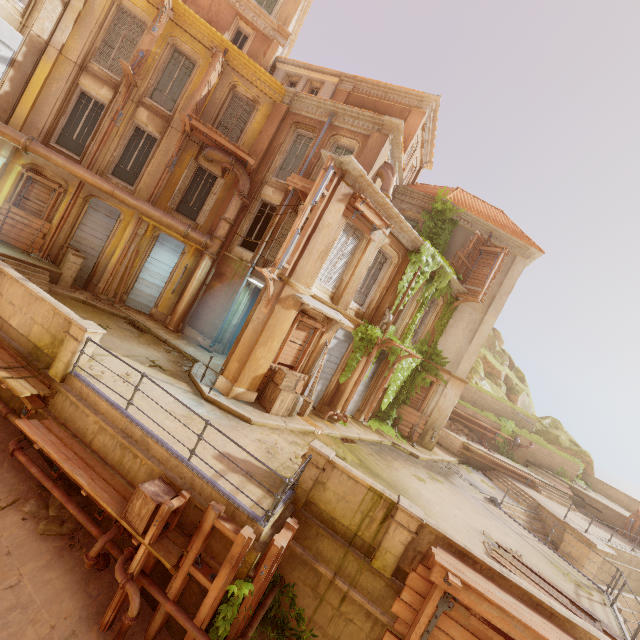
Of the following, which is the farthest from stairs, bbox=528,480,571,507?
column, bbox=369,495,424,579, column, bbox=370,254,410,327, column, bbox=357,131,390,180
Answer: column, bbox=357,131,390,180

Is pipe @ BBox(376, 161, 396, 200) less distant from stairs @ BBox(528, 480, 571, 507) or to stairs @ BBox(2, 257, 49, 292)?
stairs @ BBox(2, 257, 49, 292)

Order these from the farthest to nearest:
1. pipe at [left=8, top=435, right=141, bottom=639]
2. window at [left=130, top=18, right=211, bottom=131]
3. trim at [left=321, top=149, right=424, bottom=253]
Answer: window at [left=130, top=18, right=211, bottom=131] → trim at [left=321, top=149, right=424, bottom=253] → pipe at [left=8, top=435, right=141, bottom=639]

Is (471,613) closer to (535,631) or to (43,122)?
(535,631)

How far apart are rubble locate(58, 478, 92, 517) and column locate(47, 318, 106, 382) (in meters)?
2.18

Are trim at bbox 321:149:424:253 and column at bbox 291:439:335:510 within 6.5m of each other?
no

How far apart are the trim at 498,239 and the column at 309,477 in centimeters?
1527cm

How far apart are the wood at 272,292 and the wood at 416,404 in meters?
10.7 m
